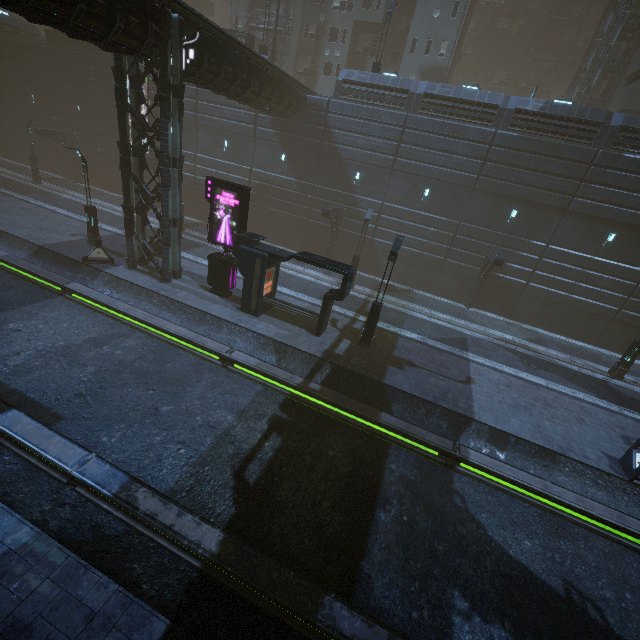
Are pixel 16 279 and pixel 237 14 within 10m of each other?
no

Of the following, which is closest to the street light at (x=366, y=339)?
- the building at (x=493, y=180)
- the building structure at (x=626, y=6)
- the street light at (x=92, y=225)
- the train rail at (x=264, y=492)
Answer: the building at (x=493, y=180)

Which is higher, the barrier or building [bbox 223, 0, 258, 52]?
building [bbox 223, 0, 258, 52]

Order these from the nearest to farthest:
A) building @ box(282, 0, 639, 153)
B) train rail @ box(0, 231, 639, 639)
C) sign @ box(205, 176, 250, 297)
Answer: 1. train rail @ box(0, 231, 639, 639)
2. sign @ box(205, 176, 250, 297)
3. building @ box(282, 0, 639, 153)

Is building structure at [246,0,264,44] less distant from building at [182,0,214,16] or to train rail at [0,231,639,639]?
building at [182,0,214,16]

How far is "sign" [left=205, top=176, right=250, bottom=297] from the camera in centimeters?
1572cm

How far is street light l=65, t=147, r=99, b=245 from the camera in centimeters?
1855cm

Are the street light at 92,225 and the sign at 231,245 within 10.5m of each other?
yes
